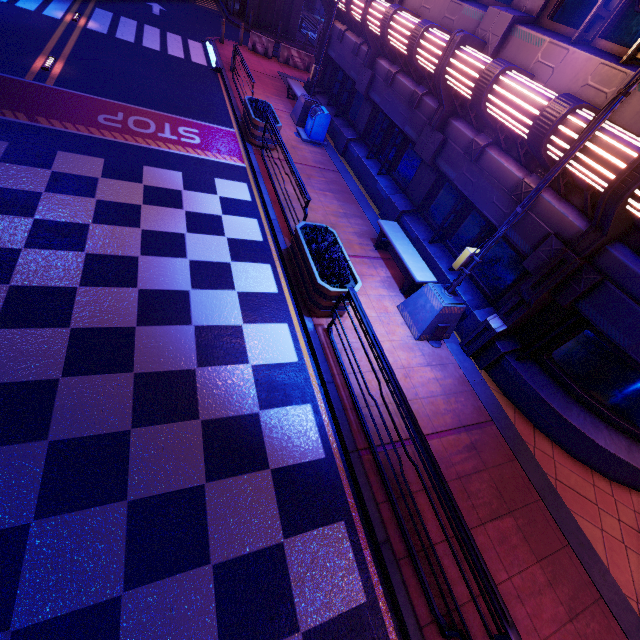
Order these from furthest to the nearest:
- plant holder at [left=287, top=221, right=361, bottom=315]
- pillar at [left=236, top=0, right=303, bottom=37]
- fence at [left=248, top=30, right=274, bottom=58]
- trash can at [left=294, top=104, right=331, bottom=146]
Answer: pillar at [left=236, top=0, right=303, bottom=37], fence at [left=248, top=30, right=274, bottom=58], trash can at [left=294, top=104, right=331, bottom=146], plant holder at [left=287, top=221, right=361, bottom=315]

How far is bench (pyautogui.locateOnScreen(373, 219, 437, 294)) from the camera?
8.0 meters

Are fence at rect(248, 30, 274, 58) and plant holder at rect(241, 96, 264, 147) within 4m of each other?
no

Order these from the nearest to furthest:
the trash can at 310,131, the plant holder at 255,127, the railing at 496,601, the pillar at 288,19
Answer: the railing at 496,601, the plant holder at 255,127, the trash can at 310,131, the pillar at 288,19

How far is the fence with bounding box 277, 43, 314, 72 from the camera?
20.0m

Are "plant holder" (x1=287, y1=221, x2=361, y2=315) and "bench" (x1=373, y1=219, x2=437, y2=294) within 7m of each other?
yes

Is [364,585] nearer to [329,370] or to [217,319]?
[329,370]

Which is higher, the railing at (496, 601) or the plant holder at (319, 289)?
the railing at (496, 601)
